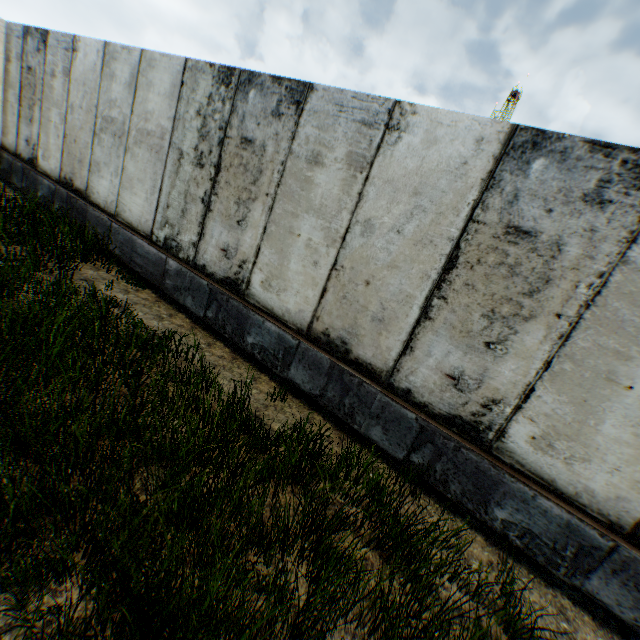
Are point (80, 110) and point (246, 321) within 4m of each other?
no
